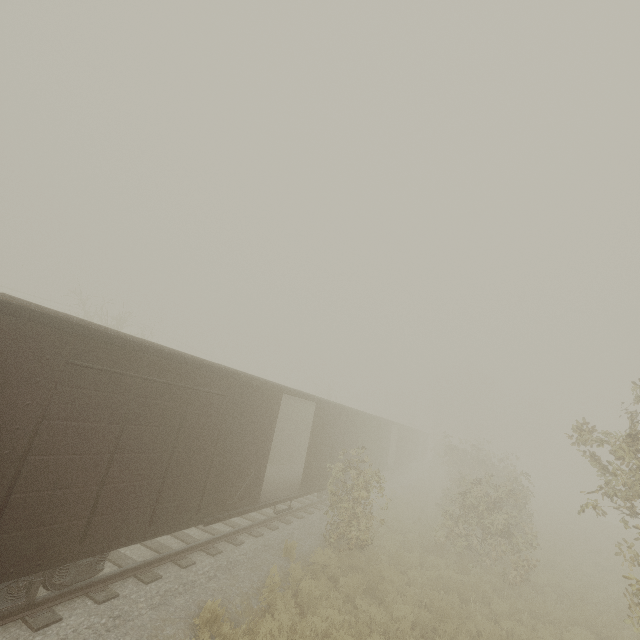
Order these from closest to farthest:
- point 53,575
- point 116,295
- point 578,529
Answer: point 53,575
point 578,529
point 116,295
